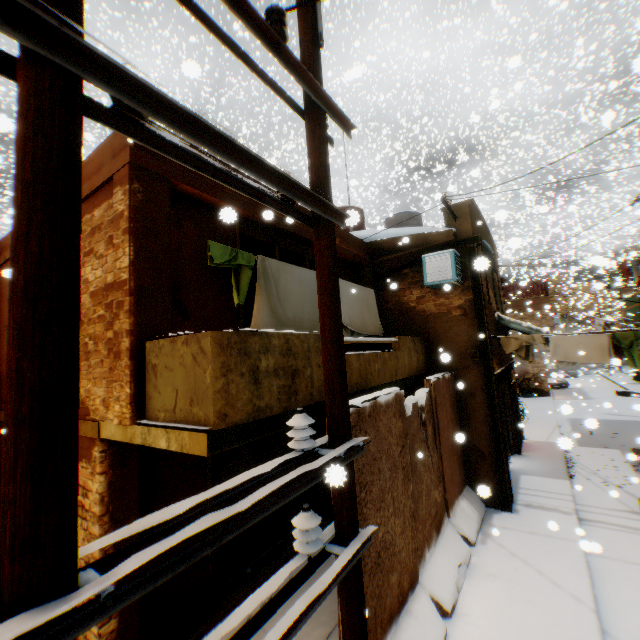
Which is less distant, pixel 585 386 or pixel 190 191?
pixel 190 191

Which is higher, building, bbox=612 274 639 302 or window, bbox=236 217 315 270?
building, bbox=612 274 639 302

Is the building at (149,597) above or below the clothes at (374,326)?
below

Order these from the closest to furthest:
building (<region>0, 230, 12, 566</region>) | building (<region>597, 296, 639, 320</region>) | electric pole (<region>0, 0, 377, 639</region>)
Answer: electric pole (<region>0, 0, 377, 639</region>)
building (<region>0, 230, 12, 566</region>)
building (<region>597, 296, 639, 320</region>)

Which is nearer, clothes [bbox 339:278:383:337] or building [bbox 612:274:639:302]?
clothes [bbox 339:278:383:337]

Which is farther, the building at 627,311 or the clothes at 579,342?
the building at 627,311

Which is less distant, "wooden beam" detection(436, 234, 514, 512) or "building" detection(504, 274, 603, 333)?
"wooden beam" detection(436, 234, 514, 512)

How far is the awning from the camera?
9.8m
